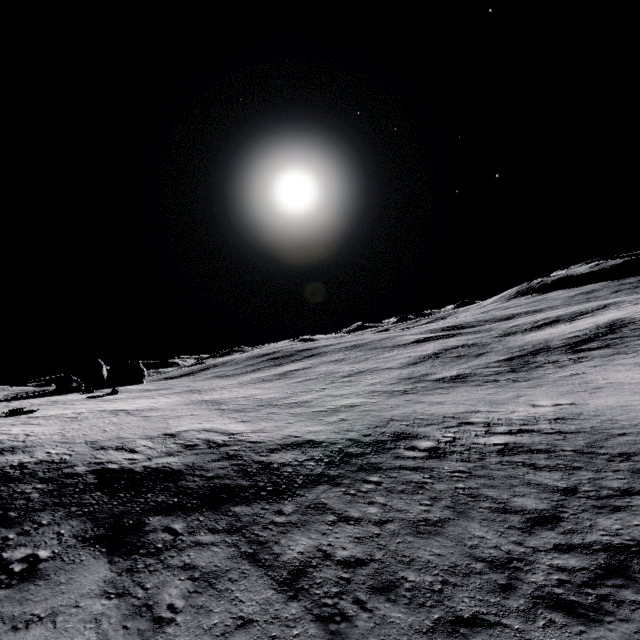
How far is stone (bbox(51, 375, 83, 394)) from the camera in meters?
41.9 m

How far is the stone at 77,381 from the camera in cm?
4194

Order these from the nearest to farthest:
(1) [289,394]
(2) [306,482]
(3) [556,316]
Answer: (2) [306,482], (1) [289,394], (3) [556,316]
